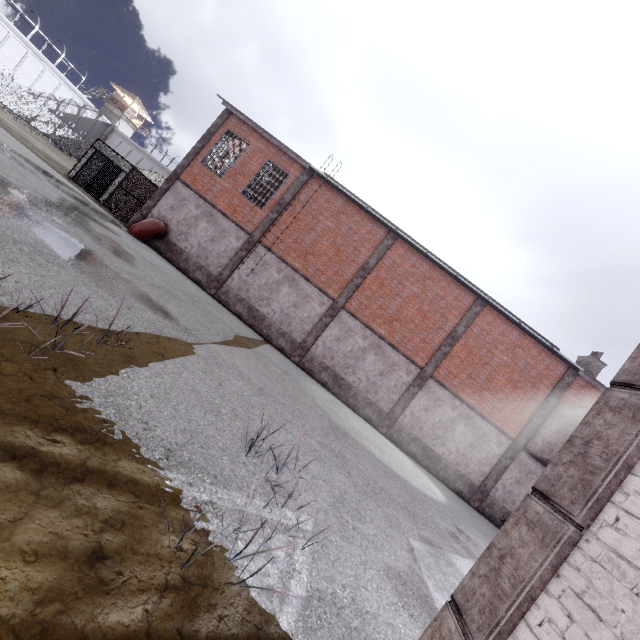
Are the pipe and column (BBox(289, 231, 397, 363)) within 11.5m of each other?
yes

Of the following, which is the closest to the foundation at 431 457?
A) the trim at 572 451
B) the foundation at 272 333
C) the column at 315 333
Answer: the column at 315 333

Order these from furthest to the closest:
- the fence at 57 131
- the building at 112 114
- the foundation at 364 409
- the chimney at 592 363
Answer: the building at 112 114 < the fence at 57 131 < the chimney at 592 363 < the foundation at 364 409

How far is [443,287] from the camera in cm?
1753

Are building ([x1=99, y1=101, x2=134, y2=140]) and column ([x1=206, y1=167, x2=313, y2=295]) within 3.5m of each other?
no

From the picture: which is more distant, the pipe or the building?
the building

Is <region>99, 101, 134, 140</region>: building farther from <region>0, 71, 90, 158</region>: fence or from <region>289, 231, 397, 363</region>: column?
<region>289, 231, 397, 363</region>: column

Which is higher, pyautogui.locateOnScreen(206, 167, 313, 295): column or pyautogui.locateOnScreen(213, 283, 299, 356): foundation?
pyautogui.locateOnScreen(206, 167, 313, 295): column
